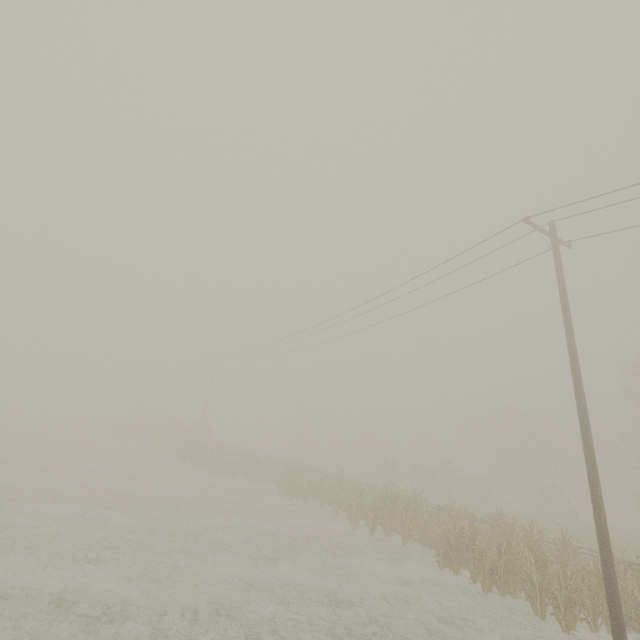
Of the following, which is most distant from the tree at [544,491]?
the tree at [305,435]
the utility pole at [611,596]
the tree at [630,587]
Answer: the tree at [305,435]

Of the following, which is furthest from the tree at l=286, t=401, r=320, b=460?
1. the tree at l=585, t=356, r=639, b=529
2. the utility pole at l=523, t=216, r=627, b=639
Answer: the utility pole at l=523, t=216, r=627, b=639

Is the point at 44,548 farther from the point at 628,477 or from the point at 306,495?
the point at 628,477

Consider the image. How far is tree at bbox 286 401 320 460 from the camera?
56.4m

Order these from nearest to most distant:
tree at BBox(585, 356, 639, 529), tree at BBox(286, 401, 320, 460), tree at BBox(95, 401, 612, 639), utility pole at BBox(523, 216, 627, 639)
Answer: utility pole at BBox(523, 216, 627, 639), tree at BBox(95, 401, 612, 639), tree at BBox(585, 356, 639, 529), tree at BBox(286, 401, 320, 460)

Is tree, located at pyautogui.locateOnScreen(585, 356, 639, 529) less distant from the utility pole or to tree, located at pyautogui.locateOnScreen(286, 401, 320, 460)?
the utility pole

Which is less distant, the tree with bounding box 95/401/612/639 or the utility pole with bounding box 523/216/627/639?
the utility pole with bounding box 523/216/627/639

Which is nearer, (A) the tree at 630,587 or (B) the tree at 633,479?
(A) the tree at 630,587
